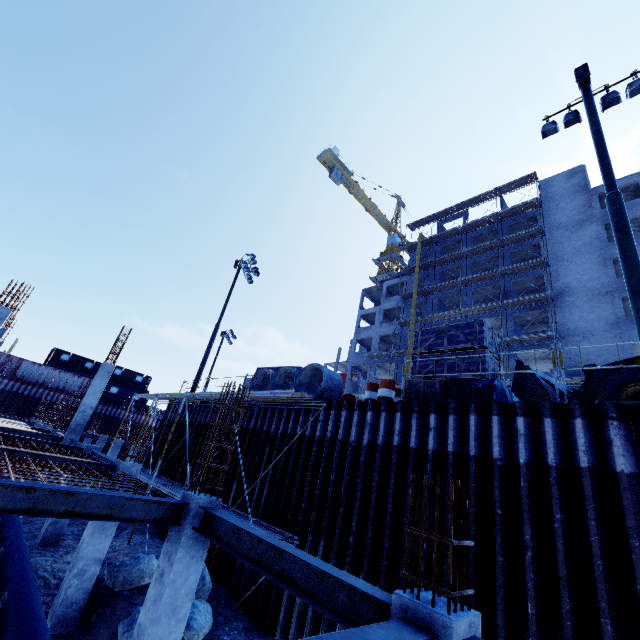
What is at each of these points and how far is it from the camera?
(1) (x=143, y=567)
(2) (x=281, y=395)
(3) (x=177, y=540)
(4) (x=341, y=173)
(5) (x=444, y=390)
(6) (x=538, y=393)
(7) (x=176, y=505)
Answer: (1) compgrassrocksplants, 9.6 meters
(2) scaffolding, 10.3 meters
(3) concrete column, 6.0 meters
(4) tower crane, 58.1 meters
(5) wooden box, 9.4 meters
(6) front loader, 10.4 meters
(7) steel beam, 6.2 meters

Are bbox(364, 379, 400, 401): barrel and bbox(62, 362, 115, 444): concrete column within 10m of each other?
no

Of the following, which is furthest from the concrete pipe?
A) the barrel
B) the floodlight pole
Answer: the floodlight pole

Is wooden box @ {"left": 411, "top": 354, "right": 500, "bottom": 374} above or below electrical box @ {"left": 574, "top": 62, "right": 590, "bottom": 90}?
below

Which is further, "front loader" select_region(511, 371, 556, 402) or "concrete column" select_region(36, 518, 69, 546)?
"concrete column" select_region(36, 518, 69, 546)

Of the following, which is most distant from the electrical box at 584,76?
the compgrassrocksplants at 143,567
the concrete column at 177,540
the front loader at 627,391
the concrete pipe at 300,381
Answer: the compgrassrocksplants at 143,567

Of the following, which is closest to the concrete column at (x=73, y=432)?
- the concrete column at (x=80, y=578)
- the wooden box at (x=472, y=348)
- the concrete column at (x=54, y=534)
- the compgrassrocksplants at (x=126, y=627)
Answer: the concrete column at (x=54, y=534)

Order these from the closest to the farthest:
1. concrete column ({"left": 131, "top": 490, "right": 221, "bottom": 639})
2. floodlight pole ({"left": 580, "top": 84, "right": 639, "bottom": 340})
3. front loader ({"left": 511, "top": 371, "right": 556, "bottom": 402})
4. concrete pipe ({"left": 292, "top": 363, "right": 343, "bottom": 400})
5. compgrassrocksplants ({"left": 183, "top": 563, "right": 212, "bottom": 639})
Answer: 1. concrete column ({"left": 131, "top": 490, "right": 221, "bottom": 639})
2. floodlight pole ({"left": 580, "top": 84, "right": 639, "bottom": 340})
3. compgrassrocksplants ({"left": 183, "top": 563, "right": 212, "bottom": 639})
4. front loader ({"left": 511, "top": 371, "right": 556, "bottom": 402})
5. concrete pipe ({"left": 292, "top": 363, "right": 343, "bottom": 400})
